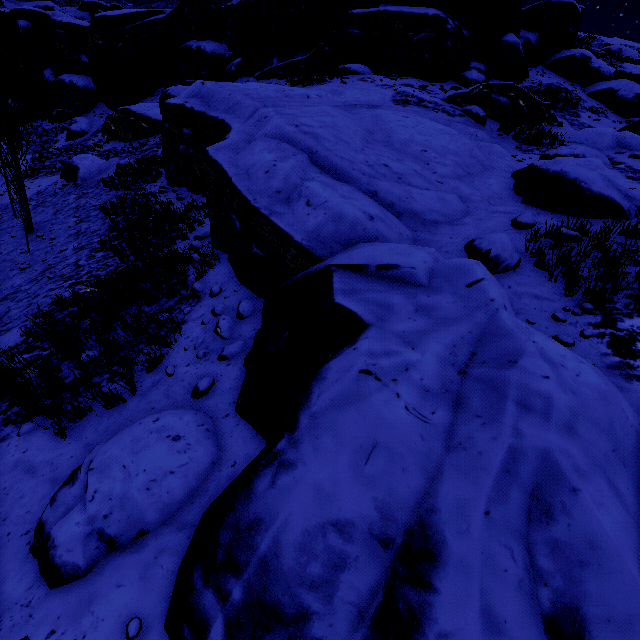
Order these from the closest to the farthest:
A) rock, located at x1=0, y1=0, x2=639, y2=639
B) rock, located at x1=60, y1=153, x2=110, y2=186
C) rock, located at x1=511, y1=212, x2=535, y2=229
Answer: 1. rock, located at x1=0, y1=0, x2=639, y2=639
2. rock, located at x1=511, y1=212, x2=535, y2=229
3. rock, located at x1=60, y1=153, x2=110, y2=186

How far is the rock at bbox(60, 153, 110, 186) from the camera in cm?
2012

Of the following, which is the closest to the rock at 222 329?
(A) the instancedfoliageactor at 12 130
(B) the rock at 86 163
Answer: (A) the instancedfoliageactor at 12 130

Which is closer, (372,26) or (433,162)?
(433,162)

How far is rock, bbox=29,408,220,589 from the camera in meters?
3.0 m

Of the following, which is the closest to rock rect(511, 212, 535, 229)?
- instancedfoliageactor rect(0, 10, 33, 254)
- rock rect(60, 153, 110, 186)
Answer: instancedfoliageactor rect(0, 10, 33, 254)

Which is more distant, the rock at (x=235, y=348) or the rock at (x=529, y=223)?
the rock at (x=529, y=223)
